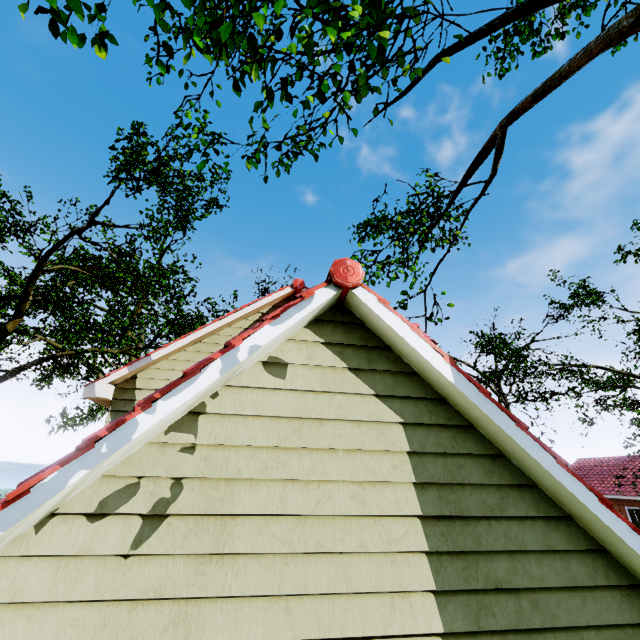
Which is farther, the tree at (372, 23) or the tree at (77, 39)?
A: the tree at (372, 23)

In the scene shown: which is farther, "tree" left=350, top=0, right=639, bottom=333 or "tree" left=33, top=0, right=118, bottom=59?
"tree" left=350, top=0, right=639, bottom=333

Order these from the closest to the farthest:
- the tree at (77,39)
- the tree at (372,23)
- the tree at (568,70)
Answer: the tree at (77,39)
the tree at (372,23)
the tree at (568,70)

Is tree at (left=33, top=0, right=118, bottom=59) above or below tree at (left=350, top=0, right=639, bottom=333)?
below

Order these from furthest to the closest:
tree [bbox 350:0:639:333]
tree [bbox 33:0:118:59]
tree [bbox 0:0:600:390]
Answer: tree [bbox 350:0:639:333]
tree [bbox 0:0:600:390]
tree [bbox 33:0:118:59]

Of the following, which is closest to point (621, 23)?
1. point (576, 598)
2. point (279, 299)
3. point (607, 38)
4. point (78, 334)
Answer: point (607, 38)
